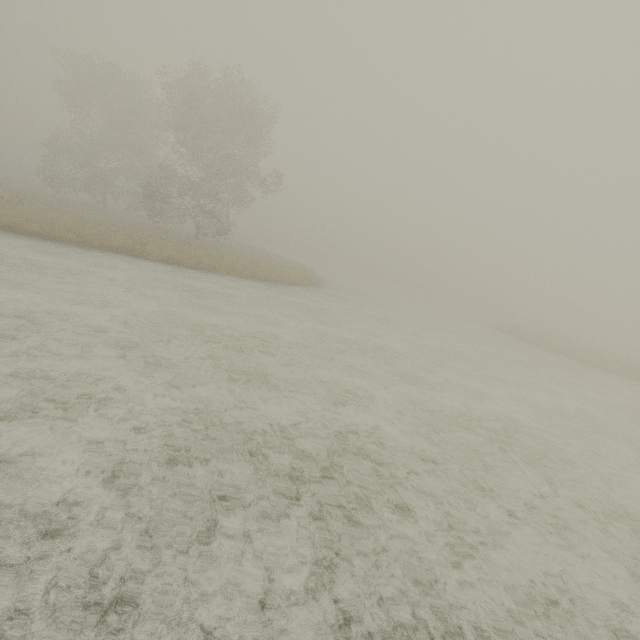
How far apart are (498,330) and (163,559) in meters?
32.6 m
